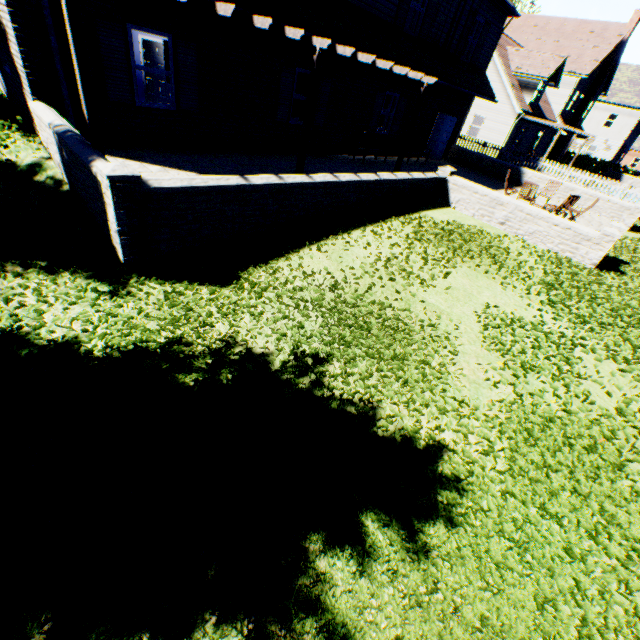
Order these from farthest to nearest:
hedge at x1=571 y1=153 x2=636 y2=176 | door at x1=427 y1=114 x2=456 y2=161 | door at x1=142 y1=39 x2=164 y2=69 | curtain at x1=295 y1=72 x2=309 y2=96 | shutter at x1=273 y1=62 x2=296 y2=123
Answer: hedge at x1=571 y1=153 x2=636 y2=176
door at x1=427 y1=114 x2=456 y2=161
door at x1=142 y1=39 x2=164 y2=69
curtain at x1=295 y1=72 x2=309 y2=96
shutter at x1=273 y1=62 x2=296 y2=123

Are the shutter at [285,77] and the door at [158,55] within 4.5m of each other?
no

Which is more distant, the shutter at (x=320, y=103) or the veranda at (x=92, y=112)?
the shutter at (x=320, y=103)

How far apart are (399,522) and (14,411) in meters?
4.3

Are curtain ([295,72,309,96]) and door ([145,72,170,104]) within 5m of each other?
no

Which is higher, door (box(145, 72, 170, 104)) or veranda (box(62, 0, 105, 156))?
veranda (box(62, 0, 105, 156))

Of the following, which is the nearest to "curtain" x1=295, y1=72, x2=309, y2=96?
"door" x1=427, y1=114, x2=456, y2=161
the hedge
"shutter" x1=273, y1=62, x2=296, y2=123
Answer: "shutter" x1=273, y1=62, x2=296, y2=123

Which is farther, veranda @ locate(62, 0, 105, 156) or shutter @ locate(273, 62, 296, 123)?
shutter @ locate(273, 62, 296, 123)
